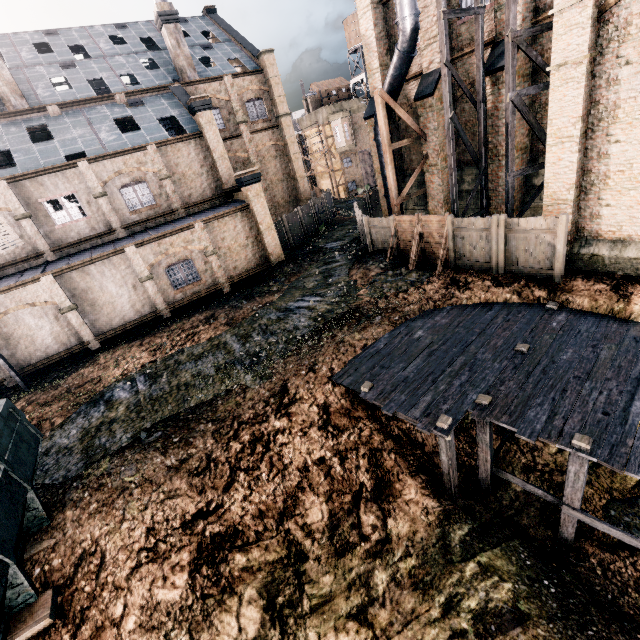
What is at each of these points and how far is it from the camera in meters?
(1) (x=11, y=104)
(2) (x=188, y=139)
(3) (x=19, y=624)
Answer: (1) chimney, 22.1
(2) building, 24.1
(3) railway, 7.1

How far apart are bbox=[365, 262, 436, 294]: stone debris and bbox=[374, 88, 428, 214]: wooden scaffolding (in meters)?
3.74

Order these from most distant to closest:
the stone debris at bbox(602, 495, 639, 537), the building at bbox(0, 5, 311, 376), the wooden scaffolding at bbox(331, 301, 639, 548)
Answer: the building at bbox(0, 5, 311, 376) < the stone debris at bbox(602, 495, 639, 537) < the wooden scaffolding at bbox(331, 301, 639, 548)

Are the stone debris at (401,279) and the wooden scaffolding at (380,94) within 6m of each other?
yes

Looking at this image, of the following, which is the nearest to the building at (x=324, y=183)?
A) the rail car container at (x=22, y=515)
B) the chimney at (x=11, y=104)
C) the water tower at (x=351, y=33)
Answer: the chimney at (x=11, y=104)

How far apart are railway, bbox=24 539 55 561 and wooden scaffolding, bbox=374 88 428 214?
21.1m

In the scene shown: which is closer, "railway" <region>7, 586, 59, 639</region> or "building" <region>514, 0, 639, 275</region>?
"railway" <region>7, 586, 59, 639</region>

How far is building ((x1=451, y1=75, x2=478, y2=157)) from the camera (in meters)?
19.02
